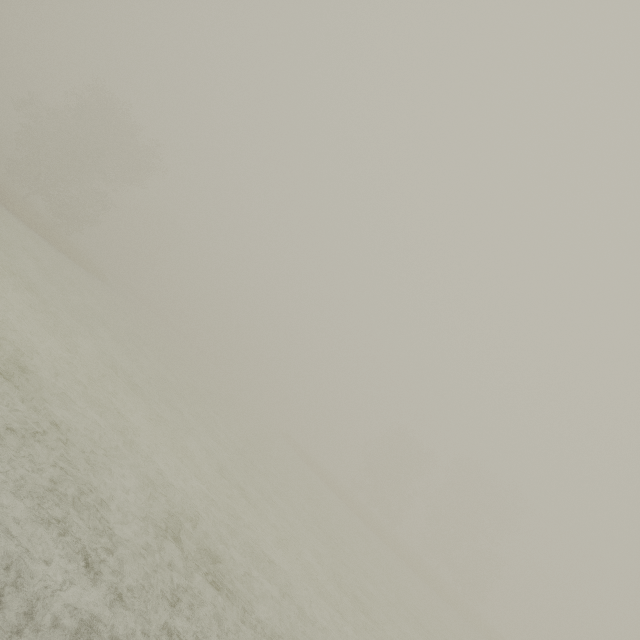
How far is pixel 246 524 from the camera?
9.10m
